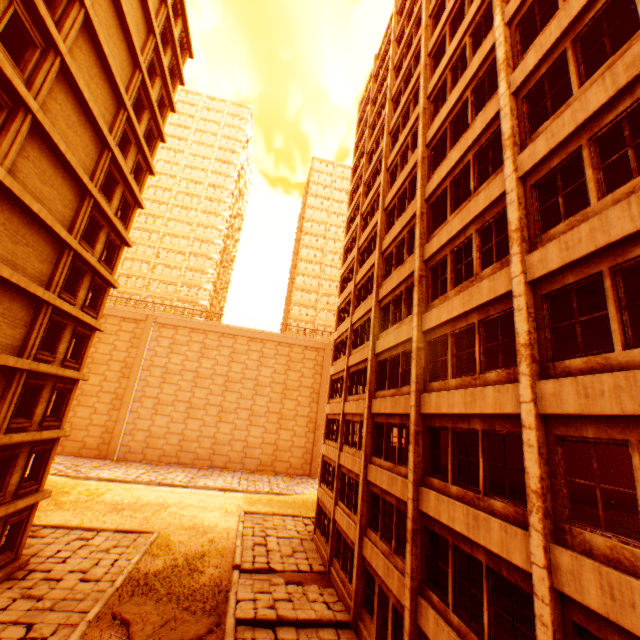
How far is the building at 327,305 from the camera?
57.91m

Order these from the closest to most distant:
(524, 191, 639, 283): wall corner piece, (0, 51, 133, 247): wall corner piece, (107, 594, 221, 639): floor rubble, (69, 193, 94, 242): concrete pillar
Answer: (524, 191, 639, 283): wall corner piece, (0, 51, 133, 247): wall corner piece, (107, 594, 221, 639): floor rubble, (69, 193, 94, 242): concrete pillar

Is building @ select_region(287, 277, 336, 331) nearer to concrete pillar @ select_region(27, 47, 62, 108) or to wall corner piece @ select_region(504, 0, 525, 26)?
wall corner piece @ select_region(504, 0, 525, 26)

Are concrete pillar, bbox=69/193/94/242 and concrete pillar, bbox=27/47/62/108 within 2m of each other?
no

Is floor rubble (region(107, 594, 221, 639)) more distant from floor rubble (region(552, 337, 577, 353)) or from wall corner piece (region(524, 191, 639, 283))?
floor rubble (region(552, 337, 577, 353))

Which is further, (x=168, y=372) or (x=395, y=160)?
(x=168, y=372)

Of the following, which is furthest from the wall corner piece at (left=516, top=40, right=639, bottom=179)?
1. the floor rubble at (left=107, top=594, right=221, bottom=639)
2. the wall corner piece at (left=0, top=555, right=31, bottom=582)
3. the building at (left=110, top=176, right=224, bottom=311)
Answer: the building at (left=110, top=176, right=224, bottom=311)

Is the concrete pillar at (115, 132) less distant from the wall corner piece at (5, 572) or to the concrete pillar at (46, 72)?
the concrete pillar at (46, 72)
